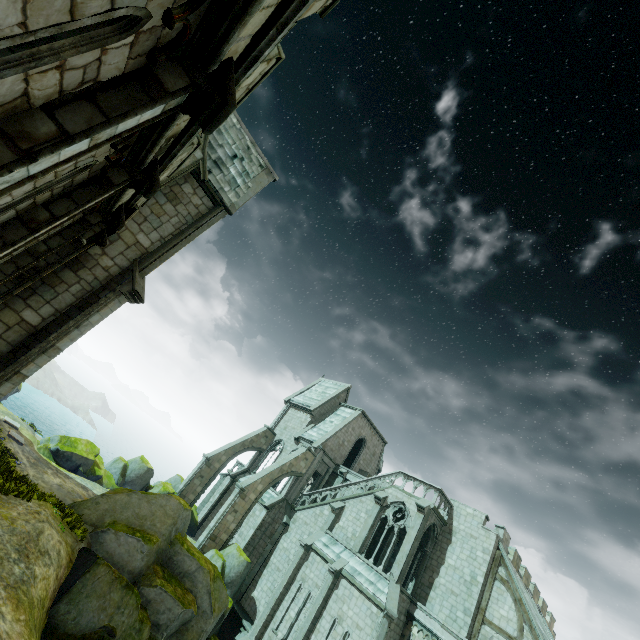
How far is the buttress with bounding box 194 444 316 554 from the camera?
23.95m

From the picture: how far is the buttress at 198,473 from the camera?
29.6 meters

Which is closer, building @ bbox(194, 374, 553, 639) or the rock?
the rock

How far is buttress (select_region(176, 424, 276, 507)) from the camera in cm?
2962

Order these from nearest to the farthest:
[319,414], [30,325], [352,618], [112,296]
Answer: [30,325] → [112,296] → [352,618] → [319,414]

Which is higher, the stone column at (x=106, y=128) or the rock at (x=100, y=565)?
the stone column at (x=106, y=128)

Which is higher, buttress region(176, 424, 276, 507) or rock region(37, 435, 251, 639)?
buttress region(176, 424, 276, 507)

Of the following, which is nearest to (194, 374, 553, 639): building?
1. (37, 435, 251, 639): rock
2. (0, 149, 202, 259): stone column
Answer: (37, 435, 251, 639): rock
